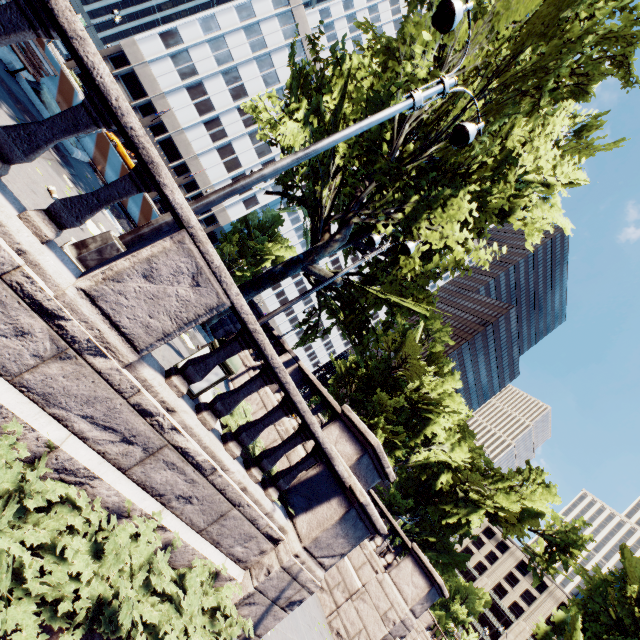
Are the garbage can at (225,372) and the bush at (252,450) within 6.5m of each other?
yes

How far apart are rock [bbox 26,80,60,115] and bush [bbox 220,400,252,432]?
8.97m

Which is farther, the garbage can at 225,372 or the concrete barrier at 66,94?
the concrete barrier at 66,94

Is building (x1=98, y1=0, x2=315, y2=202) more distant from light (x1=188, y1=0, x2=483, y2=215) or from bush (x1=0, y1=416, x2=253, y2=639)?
bush (x1=0, y1=416, x2=253, y2=639)

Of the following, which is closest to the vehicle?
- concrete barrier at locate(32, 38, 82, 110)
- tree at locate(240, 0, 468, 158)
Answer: tree at locate(240, 0, 468, 158)

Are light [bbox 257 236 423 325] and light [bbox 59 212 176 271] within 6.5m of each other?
yes

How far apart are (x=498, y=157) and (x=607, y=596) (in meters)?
39.93

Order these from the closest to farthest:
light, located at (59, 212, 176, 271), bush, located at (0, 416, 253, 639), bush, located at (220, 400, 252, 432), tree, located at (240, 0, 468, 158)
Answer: bush, located at (0, 416, 253, 639) < light, located at (59, 212, 176, 271) < bush, located at (220, 400, 252, 432) < tree, located at (240, 0, 468, 158)
